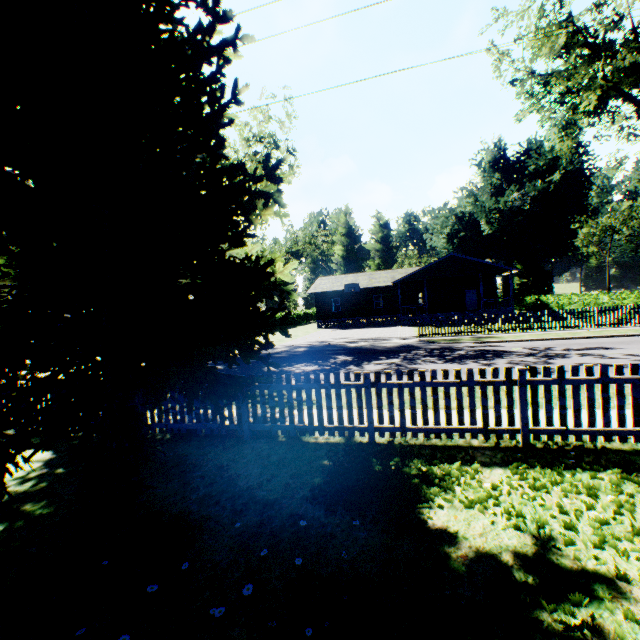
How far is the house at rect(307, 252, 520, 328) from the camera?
30.1 meters

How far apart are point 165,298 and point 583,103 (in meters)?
25.86

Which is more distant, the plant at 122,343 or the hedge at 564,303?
the hedge at 564,303

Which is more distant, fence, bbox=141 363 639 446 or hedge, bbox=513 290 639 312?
hedge, bbox=513 290 639 312

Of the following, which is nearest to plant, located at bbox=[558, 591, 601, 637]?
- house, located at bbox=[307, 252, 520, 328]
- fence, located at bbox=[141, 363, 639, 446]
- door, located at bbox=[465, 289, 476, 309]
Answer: fence, located at bbox=[141, 363, 639, 446]

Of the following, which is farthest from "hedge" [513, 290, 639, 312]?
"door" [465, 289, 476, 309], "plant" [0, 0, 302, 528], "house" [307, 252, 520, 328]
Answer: "plant" [0, 0, 302, 528]

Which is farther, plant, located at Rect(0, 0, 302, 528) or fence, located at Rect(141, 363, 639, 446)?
fence, located at Rect(141, 363, 639, 446)

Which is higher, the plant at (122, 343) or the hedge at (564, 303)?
the plant at (122, 343)
